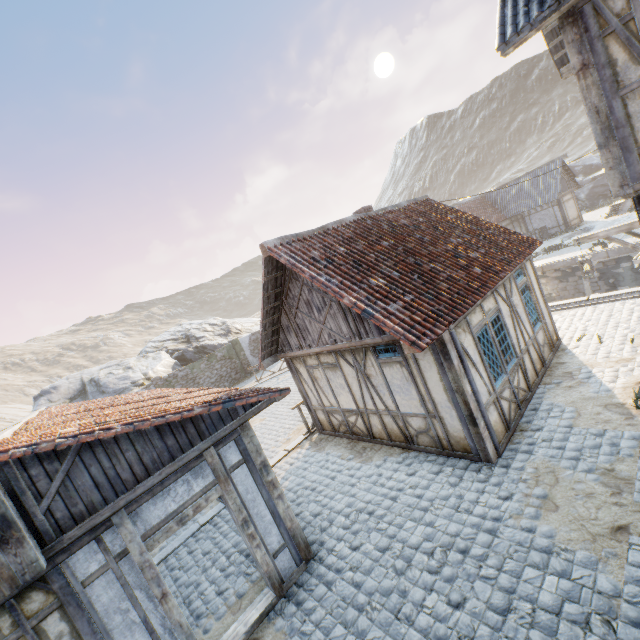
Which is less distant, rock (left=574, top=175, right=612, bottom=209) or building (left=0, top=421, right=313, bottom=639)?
building (left=0, top=421, right=313, bottom=639)

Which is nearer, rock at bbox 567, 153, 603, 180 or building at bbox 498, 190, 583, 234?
building at bbox 498, 190, 583, 234

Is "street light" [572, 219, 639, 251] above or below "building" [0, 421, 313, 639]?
above

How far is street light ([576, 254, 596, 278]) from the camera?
Answer: 8.5m

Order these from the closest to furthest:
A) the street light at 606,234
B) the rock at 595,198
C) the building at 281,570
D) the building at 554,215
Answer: the building at 281,570 → the street light at 606,234 → the building at 554,215 → the rock at 595,198

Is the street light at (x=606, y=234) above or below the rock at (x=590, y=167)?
below

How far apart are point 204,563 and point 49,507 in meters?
4.6

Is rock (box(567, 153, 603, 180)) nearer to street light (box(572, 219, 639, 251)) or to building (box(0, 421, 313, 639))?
building (box(0, 421, 313, 639))
